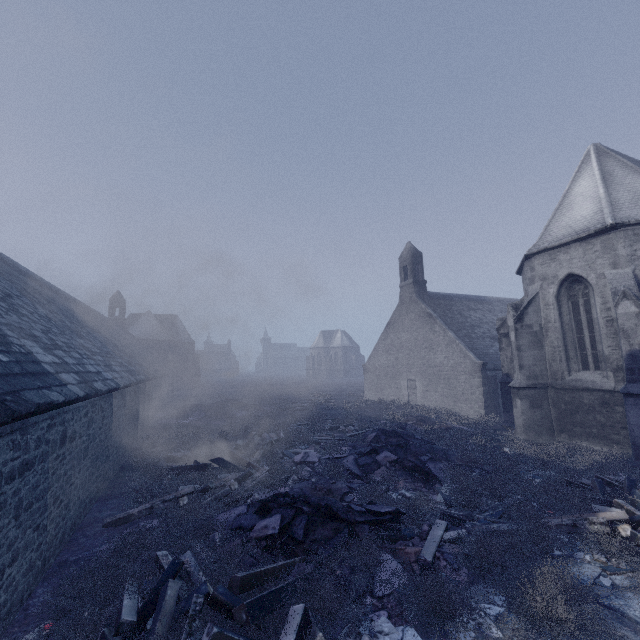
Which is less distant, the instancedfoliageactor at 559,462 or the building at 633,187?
the instancedfoliageactor at 559,462

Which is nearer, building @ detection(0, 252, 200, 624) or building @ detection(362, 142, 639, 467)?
Answer: building @ detection(0, 252, 200, 624)

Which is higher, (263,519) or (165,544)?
(263,519)

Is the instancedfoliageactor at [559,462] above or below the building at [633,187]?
below

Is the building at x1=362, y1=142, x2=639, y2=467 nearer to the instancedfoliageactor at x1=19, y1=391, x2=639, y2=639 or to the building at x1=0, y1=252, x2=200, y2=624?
the instancedfoliageactor at x1=19, y1=391, x2=639, y2=639

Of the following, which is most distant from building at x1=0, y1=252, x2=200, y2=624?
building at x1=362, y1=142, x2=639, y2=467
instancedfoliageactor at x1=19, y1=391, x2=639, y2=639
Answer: building at x1=362, y1=142, x2=639, y2=467
